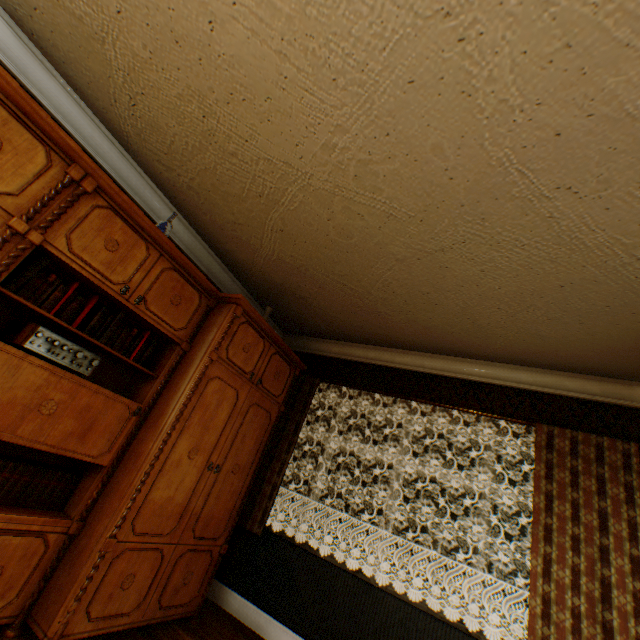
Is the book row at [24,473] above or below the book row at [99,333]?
below

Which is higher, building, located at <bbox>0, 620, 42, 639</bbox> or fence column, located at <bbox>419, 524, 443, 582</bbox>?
fence column, located at <bbox>419, 524, 443, 582</bbox>

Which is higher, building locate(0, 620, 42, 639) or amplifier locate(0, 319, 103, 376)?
amplifier locate(0, 319, 103, 376)

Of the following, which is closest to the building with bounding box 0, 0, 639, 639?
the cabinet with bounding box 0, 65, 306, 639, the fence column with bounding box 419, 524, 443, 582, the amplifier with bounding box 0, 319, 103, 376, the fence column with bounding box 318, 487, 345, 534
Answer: the cabinet with bounding box 0, 65, 306, 639

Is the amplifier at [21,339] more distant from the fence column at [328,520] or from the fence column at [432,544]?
the fence column at [328,520]

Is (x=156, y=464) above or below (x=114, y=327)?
below

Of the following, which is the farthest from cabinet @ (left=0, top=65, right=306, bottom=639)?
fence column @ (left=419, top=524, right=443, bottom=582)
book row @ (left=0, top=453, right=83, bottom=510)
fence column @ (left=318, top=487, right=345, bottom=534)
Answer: fence column @ (left=318, top=487, right=345, bottom=534)

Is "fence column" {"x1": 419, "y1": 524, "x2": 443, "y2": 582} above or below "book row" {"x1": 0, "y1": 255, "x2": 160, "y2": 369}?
below
